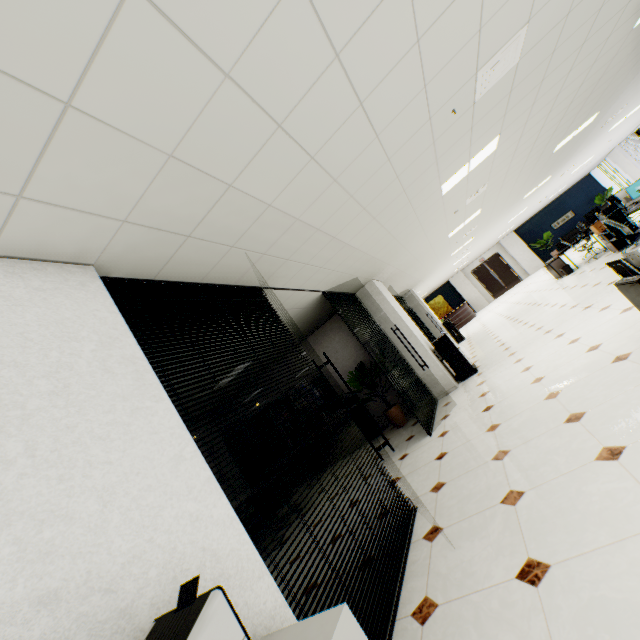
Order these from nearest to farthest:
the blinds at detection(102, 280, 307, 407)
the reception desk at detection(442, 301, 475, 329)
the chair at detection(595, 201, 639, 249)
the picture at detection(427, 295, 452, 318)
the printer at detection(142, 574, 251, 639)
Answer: the printer at detection(142, 574, 251, 639), the blinds at detection(102, 280, 307, 407), the chair at detection(595, 201, 639, 249), the reception desk at detection(442, 301, 475, 329), the picture at detection(427, 295, 452, 318)

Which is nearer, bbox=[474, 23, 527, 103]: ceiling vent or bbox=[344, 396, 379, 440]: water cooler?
bbox=[474, 23, 527, 103]: ceiling vent

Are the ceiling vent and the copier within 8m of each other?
yes

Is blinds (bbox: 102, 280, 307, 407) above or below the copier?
above

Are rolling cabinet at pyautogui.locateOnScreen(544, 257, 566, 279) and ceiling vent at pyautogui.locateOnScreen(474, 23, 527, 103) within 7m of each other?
no

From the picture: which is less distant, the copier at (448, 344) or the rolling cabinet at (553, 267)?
the copier at (448, 344)

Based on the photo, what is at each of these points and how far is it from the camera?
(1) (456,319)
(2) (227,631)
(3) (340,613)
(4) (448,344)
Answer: (1) reception desk, 19.7m
(2) printer, 0.9m
(3) cupboard, 1.2m
(4) copier, 7.1m

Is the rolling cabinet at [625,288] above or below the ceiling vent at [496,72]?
below
